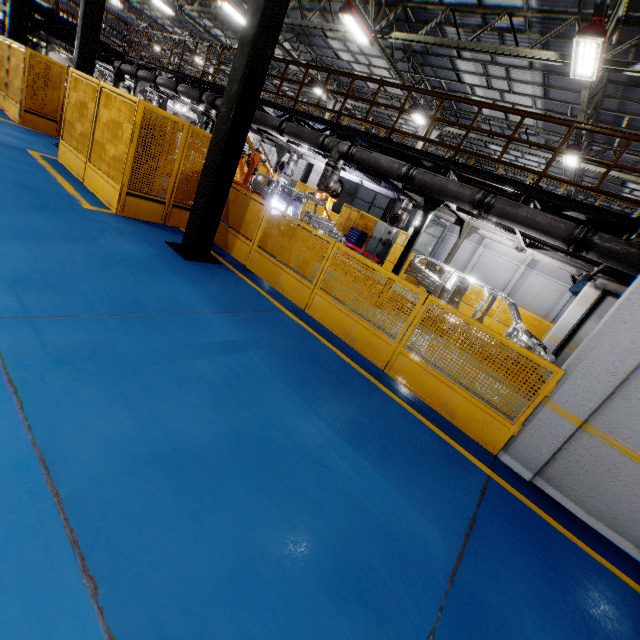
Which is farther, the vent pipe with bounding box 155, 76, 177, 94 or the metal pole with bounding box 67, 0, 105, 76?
the vent pipe with bounding box 155, 76, 177, 94

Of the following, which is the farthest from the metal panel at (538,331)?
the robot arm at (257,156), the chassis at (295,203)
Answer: the chassis at (295,203)

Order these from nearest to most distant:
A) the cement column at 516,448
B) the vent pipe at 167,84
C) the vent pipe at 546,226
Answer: the cement column at 516,448
the vent pipe at 546,226
the vent pipe at 167,84

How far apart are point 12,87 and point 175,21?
21.60m

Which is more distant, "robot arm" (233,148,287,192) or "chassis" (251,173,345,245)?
"chassis" (251,173,345,245)

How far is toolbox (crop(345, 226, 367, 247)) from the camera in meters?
19.2 m

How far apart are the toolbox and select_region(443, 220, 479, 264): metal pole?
7.9 meters

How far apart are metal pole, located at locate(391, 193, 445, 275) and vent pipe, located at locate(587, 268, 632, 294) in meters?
5.2 m
